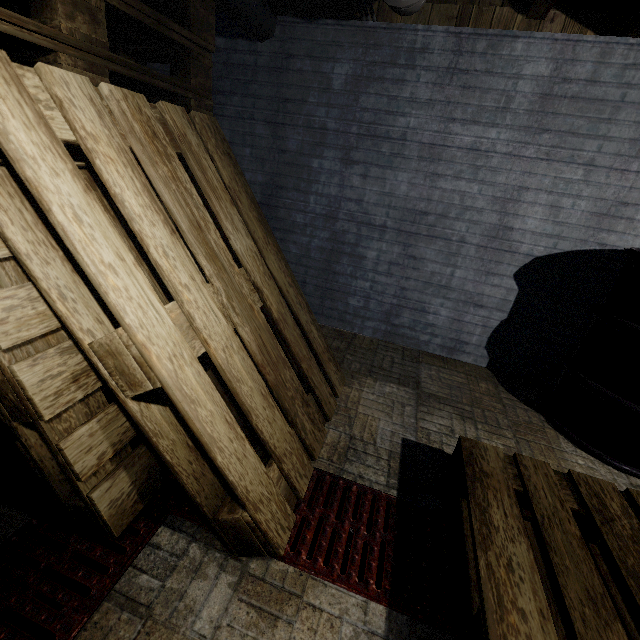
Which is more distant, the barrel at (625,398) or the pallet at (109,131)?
the barrel at (625,398)

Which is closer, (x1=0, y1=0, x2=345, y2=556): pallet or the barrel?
(x1=0, y1=0, x2=345, y2=556): pallet

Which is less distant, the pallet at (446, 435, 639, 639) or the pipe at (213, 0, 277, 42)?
the pallet at (446, 435, 639, 639)

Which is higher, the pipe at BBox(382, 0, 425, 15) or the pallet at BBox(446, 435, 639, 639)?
the pipe at BBox(382, 0, 425, 15)

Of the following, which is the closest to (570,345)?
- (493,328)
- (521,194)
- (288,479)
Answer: (493,328)

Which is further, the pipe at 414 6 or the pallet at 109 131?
the pipe at 414 6

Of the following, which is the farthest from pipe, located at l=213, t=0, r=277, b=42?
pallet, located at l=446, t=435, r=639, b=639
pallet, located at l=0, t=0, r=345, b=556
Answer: pallet, located at l=446, t=435, r=639, b=639

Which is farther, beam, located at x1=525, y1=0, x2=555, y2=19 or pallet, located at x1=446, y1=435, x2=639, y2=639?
beam, located at x1=525, y1=0, x2=555, y2=19
